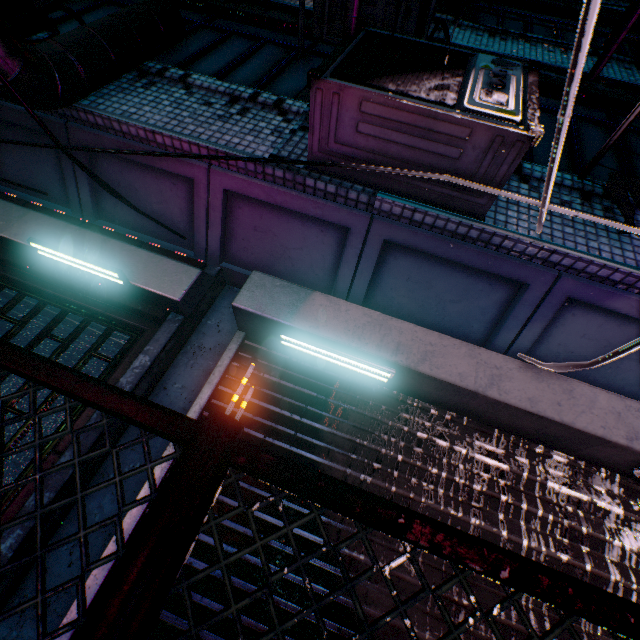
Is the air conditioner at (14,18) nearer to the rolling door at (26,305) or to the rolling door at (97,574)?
the rolling door at (26,305)

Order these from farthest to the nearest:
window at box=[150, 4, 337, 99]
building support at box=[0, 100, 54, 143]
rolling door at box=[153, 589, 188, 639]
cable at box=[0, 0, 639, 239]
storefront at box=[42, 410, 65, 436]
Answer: window at box=[150, 4, 337, 99] < building support at box=[0, 100, 54, 143] < storefront at box=[42, 410, 65, 436] < rolling door at box=[153, 589, 188, 639] < cable at box=[0, 0, 639, 239]

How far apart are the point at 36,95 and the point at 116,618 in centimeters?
272cm

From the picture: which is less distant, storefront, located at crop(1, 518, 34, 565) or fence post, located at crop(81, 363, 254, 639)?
fence post, located at crop(81, 363, 254, 639)

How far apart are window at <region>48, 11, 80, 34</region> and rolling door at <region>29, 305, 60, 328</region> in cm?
161

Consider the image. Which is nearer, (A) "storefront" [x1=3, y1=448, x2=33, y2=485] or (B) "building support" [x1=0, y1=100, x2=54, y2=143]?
(A) "storefront" [x1=3, y1=448, x2=33, y2=485]

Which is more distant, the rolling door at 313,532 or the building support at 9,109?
the building support at 9,109
